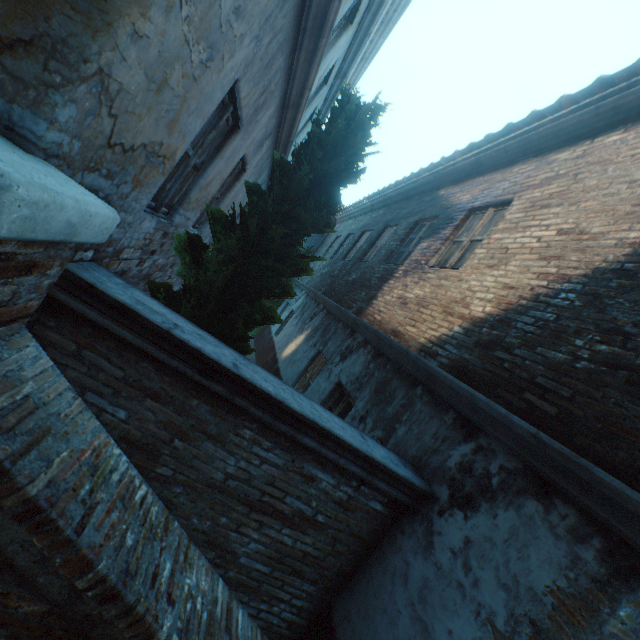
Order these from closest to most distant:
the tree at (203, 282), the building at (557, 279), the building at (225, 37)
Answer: the building at (225, 37) < the building at (557, 279) < the tree at (203, 282)

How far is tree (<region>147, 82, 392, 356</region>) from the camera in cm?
299

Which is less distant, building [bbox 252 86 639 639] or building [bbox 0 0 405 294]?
building [bbox 0 0 405 294]

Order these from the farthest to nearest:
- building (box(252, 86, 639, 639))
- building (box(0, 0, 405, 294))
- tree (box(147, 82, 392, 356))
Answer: tree (box(147, 82, 392, 356))
building (box(252, 86, 639, 639))
building (box(0, 0, 405, 294))

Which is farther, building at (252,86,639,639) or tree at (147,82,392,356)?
tree at (147,82,392,356)

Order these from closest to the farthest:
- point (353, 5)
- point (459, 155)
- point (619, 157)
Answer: point (619, 157) → point (353, 5) → point (459, 155)

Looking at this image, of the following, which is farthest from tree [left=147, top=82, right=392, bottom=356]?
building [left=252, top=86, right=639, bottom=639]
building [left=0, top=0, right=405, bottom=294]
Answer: building [left=252, top=86, right=639, bottom=639]

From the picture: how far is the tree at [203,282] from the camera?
2.99m
